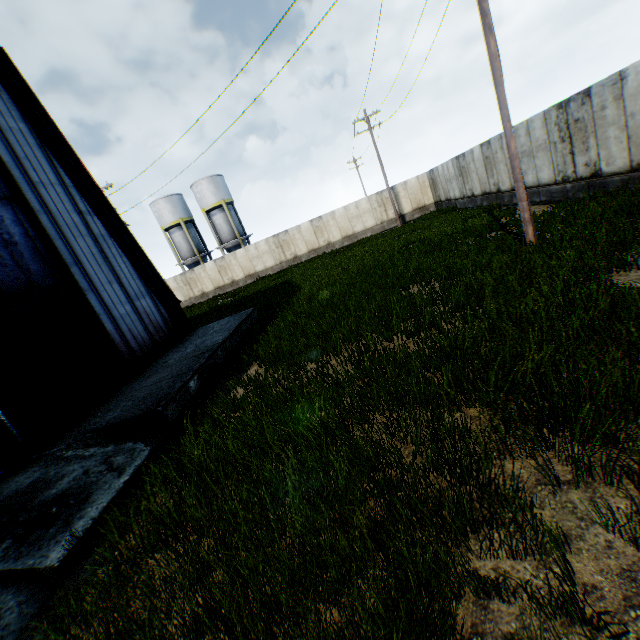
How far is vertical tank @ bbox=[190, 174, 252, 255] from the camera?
37.19m

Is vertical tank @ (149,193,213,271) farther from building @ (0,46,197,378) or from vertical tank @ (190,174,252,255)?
building @ (0,46,197,378)

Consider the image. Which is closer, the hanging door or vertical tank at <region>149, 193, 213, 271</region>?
the hanging door

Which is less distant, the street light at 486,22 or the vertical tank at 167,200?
the street light at 486,22

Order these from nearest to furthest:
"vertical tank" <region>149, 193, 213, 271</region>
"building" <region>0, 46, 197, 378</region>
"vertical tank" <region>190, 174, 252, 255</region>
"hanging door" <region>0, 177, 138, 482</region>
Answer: "hanging door" <region>0, 177, 138, 482</region>
"building" <region>0, 46, 197, 378</region>
"vertical tank" <region>190, 174, 252, 255</region>
"vertical tank" <region>149, 193, 213, 271</region>

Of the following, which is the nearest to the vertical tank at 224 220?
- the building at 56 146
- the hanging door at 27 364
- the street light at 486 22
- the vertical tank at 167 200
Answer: the vertical tank at 167 200

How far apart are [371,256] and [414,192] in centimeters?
1679cm

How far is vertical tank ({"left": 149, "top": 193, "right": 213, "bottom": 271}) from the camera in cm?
3812
